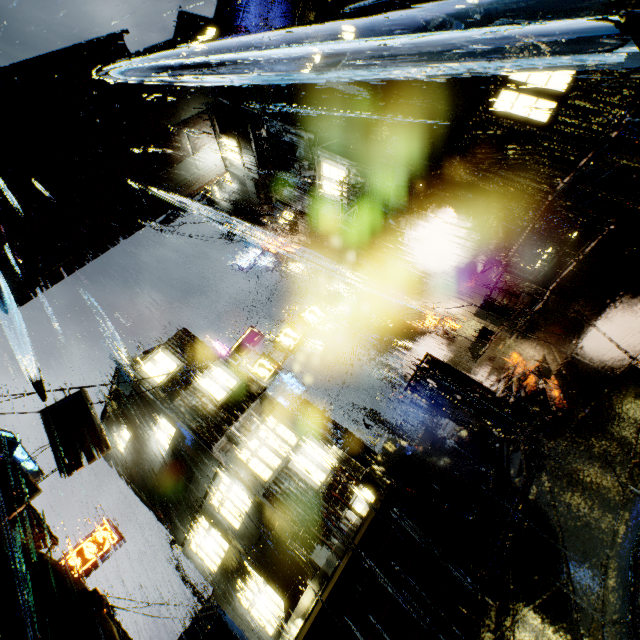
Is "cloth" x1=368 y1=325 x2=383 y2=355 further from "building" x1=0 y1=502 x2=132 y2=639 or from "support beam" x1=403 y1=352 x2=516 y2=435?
"support beam" x1=403 y1=352 x2=516 y2=435

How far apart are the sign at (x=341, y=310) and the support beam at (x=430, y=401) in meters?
17.3 m

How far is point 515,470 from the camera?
5.1 meters

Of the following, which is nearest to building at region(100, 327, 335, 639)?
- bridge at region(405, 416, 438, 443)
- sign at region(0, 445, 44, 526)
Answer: bridge at region(405, 416, 438, 443)

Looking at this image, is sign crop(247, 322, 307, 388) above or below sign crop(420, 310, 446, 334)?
above

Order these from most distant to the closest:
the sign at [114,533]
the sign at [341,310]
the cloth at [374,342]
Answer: the sign at [341,310], the cloth at [374,342], the sign at [114,533]

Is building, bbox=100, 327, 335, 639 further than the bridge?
No

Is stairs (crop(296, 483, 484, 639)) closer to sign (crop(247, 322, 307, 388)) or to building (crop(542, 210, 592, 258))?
building (crop(542, 210, 592, 258))
